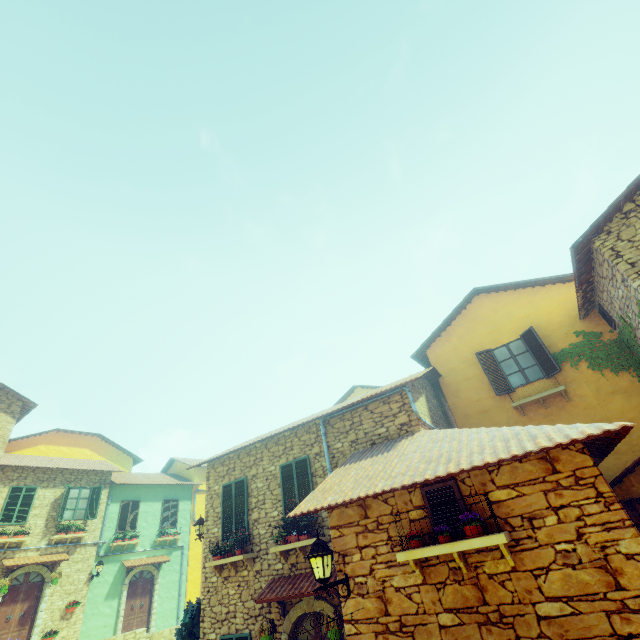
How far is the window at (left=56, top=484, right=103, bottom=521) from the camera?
16.8 meters

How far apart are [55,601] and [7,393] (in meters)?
10.28

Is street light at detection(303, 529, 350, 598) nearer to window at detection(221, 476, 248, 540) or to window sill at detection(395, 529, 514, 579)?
window sill at detection(395, 529, 514, 579)

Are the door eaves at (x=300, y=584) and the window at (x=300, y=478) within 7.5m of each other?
yes

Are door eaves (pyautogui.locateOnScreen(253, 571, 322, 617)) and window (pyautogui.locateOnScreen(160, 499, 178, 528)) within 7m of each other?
no

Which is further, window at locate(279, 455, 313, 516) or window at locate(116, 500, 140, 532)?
window at locate(116, 500, 140, 532)

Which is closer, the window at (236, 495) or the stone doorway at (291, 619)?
the stone doorway at (291, 619)

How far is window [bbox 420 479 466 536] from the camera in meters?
4.8
